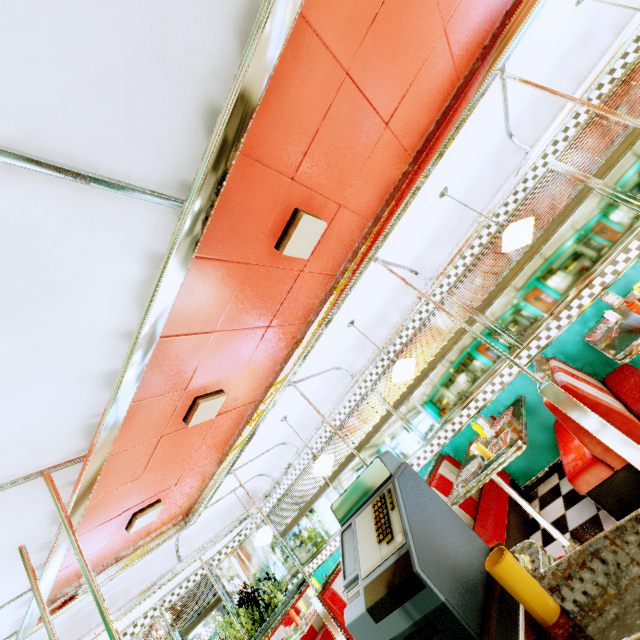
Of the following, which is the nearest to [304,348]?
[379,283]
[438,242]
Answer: [379,283]

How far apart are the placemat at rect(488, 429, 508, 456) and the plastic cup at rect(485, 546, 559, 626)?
2.7 meters

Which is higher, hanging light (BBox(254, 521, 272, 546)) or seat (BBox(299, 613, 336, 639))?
hanging light (BBox(254, 521, 272, 546))

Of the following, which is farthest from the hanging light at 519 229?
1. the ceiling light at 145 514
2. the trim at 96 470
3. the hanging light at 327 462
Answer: the ceiling light at 145 514

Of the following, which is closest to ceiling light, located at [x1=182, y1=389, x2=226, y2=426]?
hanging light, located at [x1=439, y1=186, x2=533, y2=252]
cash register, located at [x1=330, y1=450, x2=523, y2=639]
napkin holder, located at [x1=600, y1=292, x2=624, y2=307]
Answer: cash register, located at [x1=330, y1=450, x2=523, y2=639]

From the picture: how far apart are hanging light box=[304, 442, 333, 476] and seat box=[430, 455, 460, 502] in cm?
141

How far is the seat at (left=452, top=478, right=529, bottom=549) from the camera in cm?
325

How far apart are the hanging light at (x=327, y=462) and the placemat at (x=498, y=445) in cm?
223
